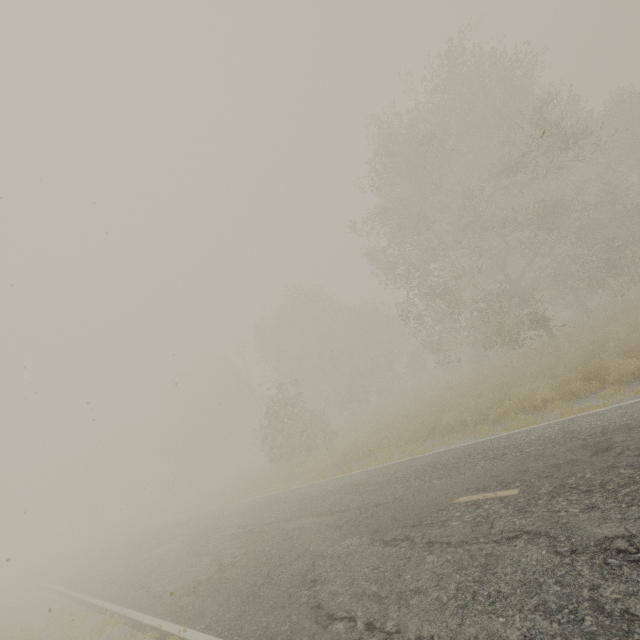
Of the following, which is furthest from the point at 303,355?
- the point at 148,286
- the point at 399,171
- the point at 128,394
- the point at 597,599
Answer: the point at 597,599
